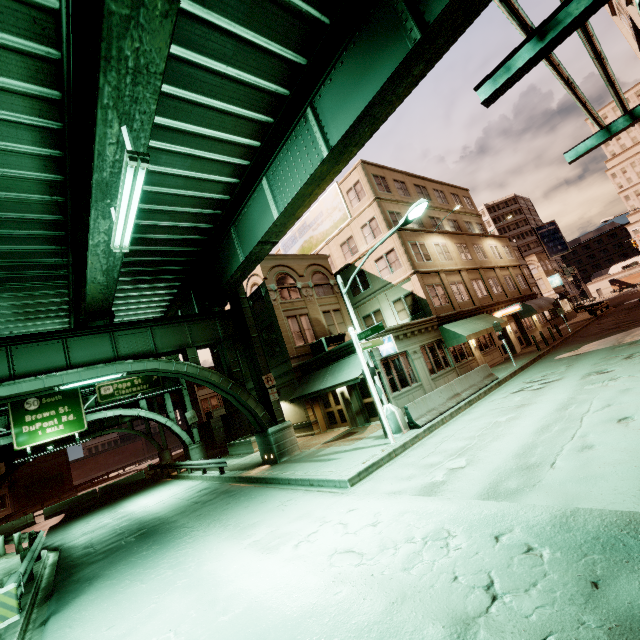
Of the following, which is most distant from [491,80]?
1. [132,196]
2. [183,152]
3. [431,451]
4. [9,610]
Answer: [9,610]

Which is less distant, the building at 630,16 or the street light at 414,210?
the street light at 414,210

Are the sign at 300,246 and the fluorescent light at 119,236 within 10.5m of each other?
no

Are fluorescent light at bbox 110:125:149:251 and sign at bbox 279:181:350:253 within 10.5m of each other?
no

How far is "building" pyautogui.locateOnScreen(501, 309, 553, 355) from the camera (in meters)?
27.80

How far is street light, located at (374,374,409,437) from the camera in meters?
13.1

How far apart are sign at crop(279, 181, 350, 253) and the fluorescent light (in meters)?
21.16
